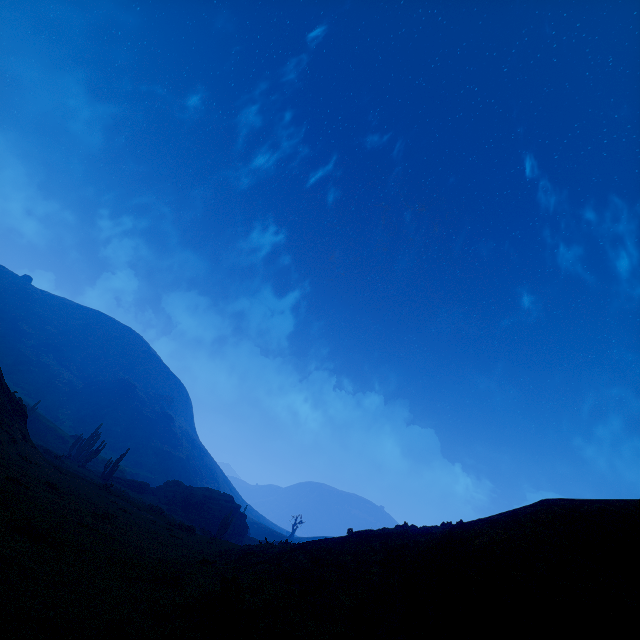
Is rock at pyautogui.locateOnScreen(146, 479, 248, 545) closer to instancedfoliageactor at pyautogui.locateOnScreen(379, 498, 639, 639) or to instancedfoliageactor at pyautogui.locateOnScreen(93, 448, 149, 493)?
instancedfoliageactor at pyautogui.locateOnScreen(93, 448, 149, 493)

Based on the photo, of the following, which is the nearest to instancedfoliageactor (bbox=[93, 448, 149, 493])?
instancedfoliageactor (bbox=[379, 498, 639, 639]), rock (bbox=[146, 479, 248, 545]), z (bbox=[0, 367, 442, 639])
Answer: z (bbox=[0, 367, 442, 639])

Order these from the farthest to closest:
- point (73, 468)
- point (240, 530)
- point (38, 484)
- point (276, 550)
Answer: point (240, 530) < point (73, 468) < point (276, 550) < point (38, 484)

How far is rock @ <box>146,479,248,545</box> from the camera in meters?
42.5

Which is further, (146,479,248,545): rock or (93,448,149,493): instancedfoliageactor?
(146,479,248,545): rock

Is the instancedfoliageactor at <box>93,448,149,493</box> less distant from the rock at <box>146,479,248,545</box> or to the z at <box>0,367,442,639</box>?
the z at <box>0,367,442,639</box>

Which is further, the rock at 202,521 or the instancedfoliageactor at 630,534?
the rock at 202,521

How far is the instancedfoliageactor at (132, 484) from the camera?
36.6m
